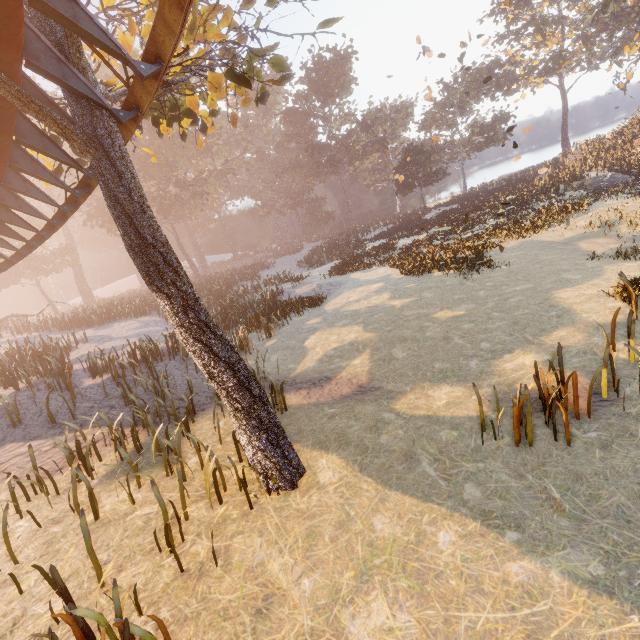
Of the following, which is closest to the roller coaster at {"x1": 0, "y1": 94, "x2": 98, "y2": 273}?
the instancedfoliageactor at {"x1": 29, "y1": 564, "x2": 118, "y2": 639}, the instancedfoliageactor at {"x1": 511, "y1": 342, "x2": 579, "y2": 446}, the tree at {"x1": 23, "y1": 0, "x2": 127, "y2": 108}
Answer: the tree at {"x1": 23, "y1": 0, "x2": 127, "y2": 108}

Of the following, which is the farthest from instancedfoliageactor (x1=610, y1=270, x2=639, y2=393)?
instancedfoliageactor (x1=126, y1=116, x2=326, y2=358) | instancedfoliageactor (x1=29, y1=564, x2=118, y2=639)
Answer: instancedfoliageactor (x1=126, y1=116, x2=326, y2=358)

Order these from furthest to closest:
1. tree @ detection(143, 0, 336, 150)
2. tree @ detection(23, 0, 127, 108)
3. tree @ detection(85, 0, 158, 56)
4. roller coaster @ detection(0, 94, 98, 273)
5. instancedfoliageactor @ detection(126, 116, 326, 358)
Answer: instancedfoliageactor @ detection(126, 116, 326, 358), tree @ detection(85, 0, 158, 56), tree @ detection(143, 0, 336, 150), roller coaster @ detection(0, 94, 98, 273), tree @ detection(23, 0, 127, 108)

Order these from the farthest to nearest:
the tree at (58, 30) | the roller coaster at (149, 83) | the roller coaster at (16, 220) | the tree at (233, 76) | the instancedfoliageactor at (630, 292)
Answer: the tree at (233, 76) < the instancedfoliageactor at (630, 292) < the roller coaster at (16, 220) < the tree at (58, 30) < the roller coaster at (149, 83)

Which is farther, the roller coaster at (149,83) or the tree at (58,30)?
the tree at (58,30)

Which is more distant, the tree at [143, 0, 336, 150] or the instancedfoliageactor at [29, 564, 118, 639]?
the tree at [143, 0, 336, 150]

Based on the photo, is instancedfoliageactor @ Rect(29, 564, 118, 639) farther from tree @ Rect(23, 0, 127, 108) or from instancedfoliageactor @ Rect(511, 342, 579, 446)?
instancedfoliageactor @ Rect(511, 342, 579, 446)

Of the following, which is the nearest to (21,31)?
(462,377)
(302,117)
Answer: (462,377)
